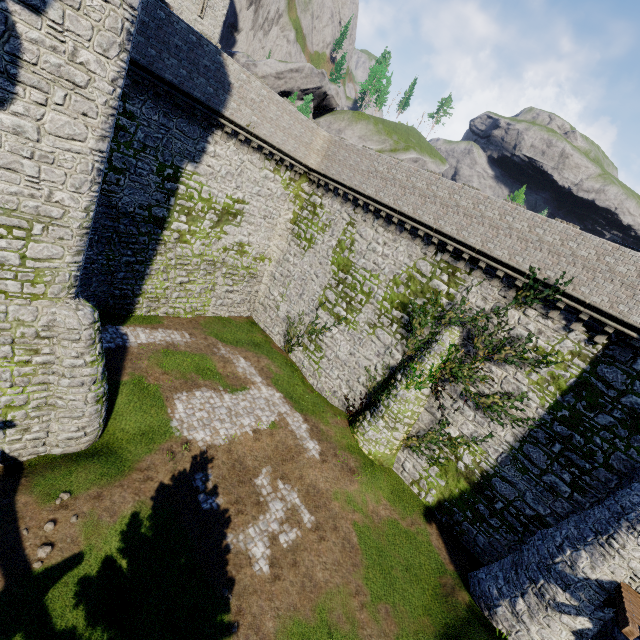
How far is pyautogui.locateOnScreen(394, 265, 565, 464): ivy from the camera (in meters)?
15.66

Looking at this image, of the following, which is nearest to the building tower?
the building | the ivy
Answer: the ivy

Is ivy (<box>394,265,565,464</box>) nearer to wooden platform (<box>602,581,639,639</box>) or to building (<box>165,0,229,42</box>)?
wooden platform (<box>602,581,639,639</box>)

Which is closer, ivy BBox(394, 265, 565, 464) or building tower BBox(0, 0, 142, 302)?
building tower BBox(0, 0, 142, 302)

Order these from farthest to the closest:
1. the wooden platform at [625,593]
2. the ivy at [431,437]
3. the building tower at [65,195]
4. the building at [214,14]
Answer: the building at [214,14] < the ivy at [431,437] < the wooden platform at [625,593] < the building tower at [65,195]

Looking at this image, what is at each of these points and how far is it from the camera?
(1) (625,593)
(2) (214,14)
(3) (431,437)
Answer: (1) wooden platform, 11.0m
(2) building, 43.4m
(3) ivy, 18.5m

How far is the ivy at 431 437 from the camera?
15.66m

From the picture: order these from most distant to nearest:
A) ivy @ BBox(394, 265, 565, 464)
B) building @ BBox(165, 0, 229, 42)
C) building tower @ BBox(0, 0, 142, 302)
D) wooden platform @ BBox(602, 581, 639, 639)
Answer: building @ BBox(165, 0, 229, 42)
ivy @ BBox(394, 265, 565, 464)
wooden platform @ BBox(602, 581, 639, 639)
building tower @ BBox(0, 0, 142, 302)
